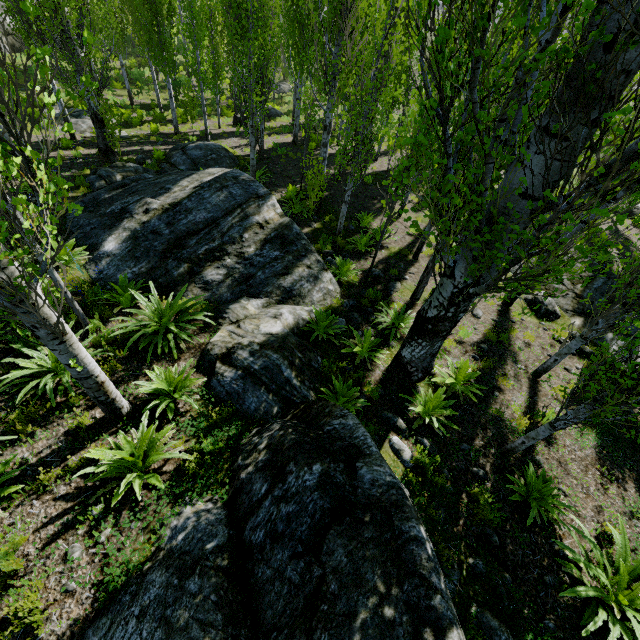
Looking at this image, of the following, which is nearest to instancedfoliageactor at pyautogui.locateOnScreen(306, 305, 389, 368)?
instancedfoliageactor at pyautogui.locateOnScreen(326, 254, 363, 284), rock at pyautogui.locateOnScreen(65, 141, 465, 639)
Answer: rock at pyautogui.locateOnScreen(65, 141, 465, 639)

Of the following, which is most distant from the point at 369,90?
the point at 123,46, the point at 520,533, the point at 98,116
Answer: the point at 123,46

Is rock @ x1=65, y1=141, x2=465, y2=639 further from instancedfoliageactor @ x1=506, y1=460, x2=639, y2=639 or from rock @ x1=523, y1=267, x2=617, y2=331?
rock @ x1=523, y1=267, x2=617, y2=331

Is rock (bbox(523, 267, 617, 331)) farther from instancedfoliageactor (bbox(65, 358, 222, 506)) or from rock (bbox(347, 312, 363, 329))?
instancedfoliageactor (bbox(65, 358, 222, 506))

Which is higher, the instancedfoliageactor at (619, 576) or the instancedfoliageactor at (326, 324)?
the instancedfoliageactor at (619, 576)

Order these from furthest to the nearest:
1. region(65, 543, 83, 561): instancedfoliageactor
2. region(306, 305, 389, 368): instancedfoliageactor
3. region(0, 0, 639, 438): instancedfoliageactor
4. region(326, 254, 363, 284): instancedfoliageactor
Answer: region(326, 254, 363, 284): instancedfoliageactor
region(306, 305, 389, 368): instancedfoliageactor
region(65, 543, 83, 561): instancedfoliageactor
region(0, 0, 639, 438): instancedfoliageactor

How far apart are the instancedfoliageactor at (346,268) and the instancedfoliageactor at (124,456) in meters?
6.1 m
